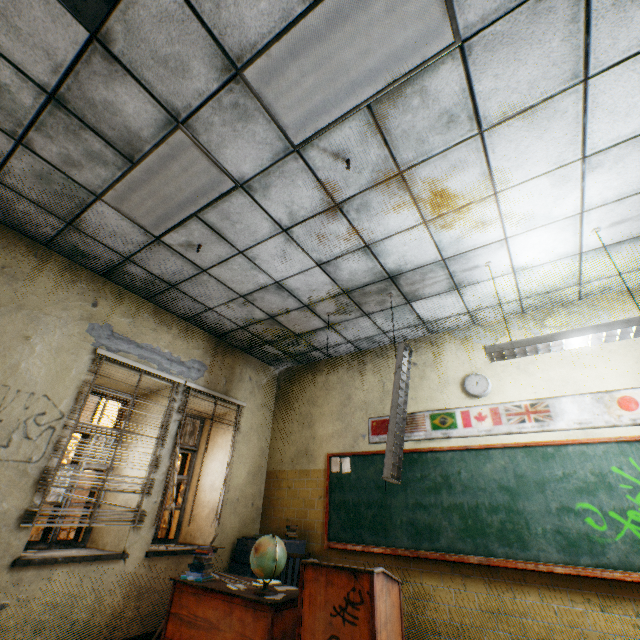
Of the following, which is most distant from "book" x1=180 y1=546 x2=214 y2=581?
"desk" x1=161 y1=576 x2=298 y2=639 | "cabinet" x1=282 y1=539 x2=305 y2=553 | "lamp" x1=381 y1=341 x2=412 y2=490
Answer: "lamp" x1=381 y1=341 x2=412 y2=490

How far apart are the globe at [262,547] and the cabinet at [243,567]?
1.85m

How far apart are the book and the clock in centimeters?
381cm

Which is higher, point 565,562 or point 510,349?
point 510,349

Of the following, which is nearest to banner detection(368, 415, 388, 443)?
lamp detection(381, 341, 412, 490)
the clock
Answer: the clock

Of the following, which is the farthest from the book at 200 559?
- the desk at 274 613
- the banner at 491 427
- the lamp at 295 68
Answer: the lamp at 295 68

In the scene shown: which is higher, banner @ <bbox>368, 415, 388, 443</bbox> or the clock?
the clock

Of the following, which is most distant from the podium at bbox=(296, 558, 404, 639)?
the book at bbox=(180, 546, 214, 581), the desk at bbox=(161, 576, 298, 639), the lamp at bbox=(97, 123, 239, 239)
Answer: the lamp at bbox=(97, 123, 239, 239)
